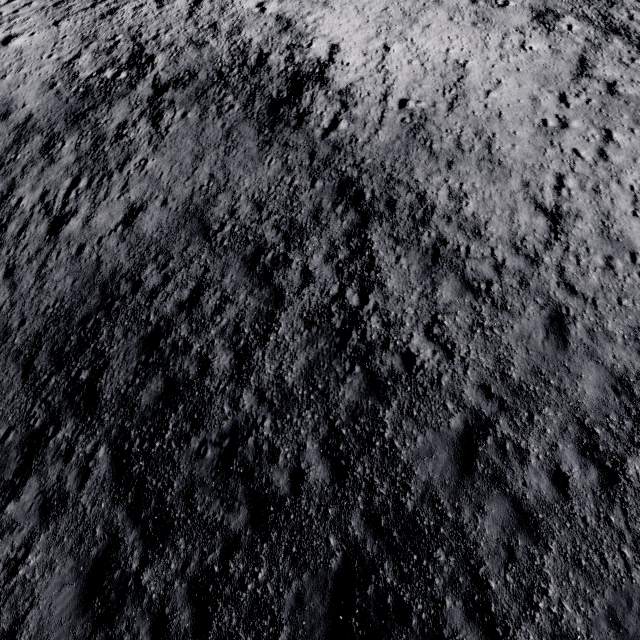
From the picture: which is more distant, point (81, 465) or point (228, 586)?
point (81, 465)
